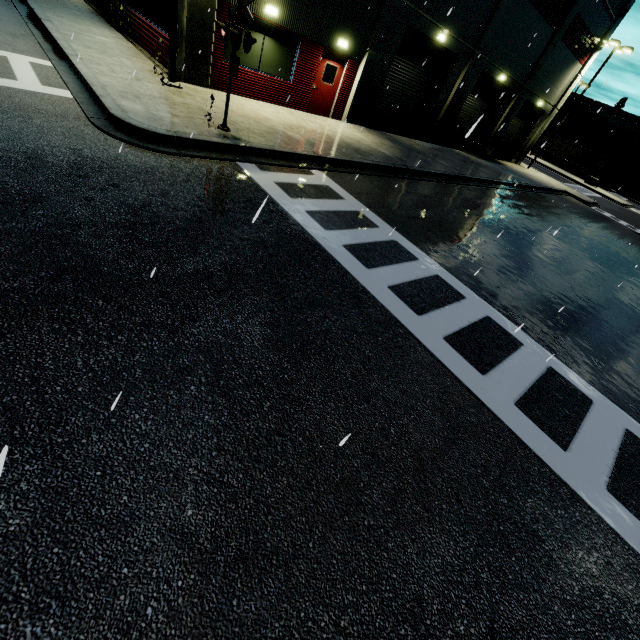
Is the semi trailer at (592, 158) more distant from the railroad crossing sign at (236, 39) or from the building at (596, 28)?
the railroad crossing sign at (236, 39)

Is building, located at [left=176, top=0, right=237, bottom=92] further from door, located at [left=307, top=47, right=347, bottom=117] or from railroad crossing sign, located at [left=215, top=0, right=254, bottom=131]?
railroad crossing sign, located at [left=215, top=0, right=254, bottom=131]

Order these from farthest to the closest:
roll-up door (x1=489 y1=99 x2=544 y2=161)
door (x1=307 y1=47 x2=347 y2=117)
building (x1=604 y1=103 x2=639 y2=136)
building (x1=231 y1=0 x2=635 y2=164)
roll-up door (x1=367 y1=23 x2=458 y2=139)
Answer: building (x1=604 y1=103 x2=639 y2=136) < roll-up door (x1=489 y1=99 x2=544 y2=161) < roll-up door (x1=367 y1=23 x2=458 y2=139) < door (x1=307 y1=47 x2=347 y2=117) < building (x1=231 y1=0 x2=635 y2=164)

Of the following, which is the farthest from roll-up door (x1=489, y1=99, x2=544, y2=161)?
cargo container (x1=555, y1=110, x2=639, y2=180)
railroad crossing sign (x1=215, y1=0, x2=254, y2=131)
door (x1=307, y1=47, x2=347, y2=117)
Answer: railroad crossing sign (x1=215, y1=0, x2=254, y2=131)

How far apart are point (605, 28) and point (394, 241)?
33.28m

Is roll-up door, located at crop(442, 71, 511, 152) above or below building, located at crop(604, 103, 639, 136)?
below

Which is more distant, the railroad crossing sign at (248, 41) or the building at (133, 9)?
the building at (133, 9)

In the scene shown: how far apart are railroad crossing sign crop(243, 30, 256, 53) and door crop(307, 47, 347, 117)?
6.9 meters
